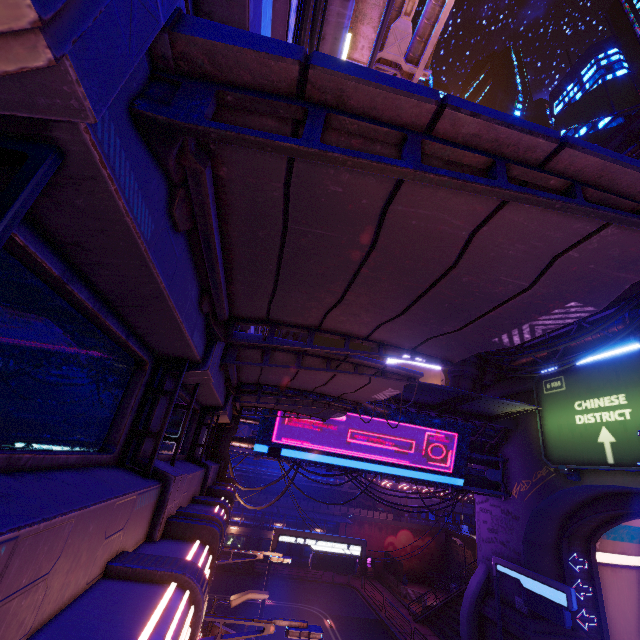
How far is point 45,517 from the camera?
1.81m

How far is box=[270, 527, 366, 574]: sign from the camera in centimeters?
1734cm

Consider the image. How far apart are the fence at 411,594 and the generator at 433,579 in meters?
A: 5.1 m

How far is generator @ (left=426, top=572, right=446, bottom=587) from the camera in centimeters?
3700cm

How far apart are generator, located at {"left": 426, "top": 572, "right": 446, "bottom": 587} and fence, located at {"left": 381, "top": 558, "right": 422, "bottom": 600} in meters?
5.1 m

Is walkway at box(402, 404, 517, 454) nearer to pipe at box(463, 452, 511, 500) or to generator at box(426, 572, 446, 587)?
pipe at box(463, 452, 511, 500)

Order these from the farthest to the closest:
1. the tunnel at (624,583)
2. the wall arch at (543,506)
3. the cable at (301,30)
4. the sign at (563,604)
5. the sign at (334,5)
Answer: the tunnel at (624,583) < the wall arch at (543,506) < the sign at (563,604) < the sign at (334,5) < the cable at (301,30)

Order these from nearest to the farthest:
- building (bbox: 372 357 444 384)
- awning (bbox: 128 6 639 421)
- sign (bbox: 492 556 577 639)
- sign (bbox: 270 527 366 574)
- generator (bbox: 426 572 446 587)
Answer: awning (bbox: 128 6 639 421), sign (bbox: 492 556 577 639), sign (bbox: 270 527 366 574), generator (bbox: 426 572 446 587), building (bbox: 372 357 444 384)
